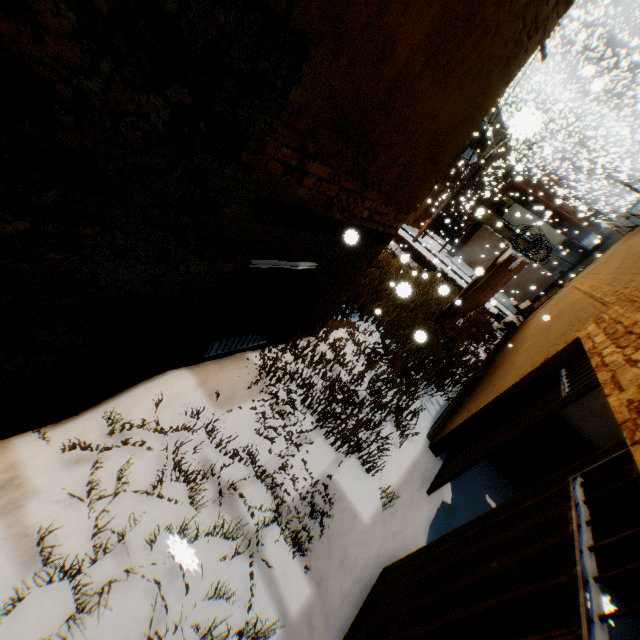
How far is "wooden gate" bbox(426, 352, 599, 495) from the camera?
3.5m

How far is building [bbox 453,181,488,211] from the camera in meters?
12.9 m

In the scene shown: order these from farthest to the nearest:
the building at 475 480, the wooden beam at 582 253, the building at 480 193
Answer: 1. the wooden beam at 582 253
2. the building at 480 193
3. the building at 475 480

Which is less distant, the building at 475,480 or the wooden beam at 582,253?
the building at 475,480

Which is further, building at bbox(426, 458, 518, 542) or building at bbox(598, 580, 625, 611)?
building at bbox(426, 458, 518, 542)

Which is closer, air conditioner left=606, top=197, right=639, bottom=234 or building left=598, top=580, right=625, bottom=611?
building left=598, top=580, right=625, bottom=611

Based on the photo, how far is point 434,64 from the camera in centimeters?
288cm

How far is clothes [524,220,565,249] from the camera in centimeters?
2212cm
